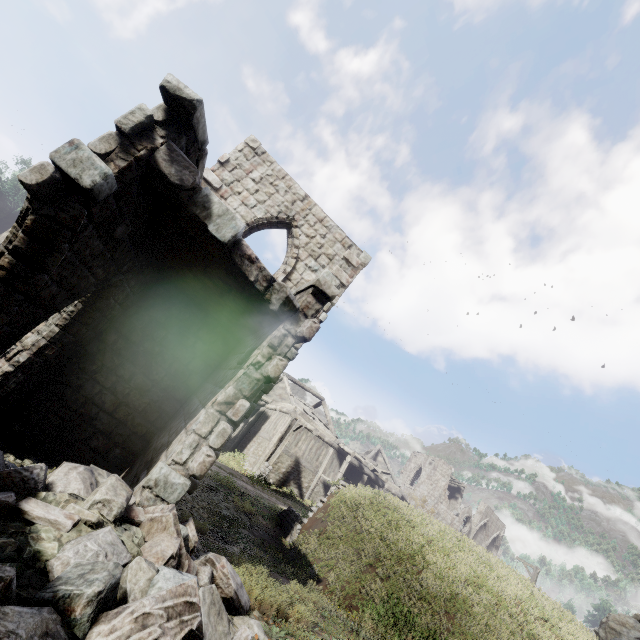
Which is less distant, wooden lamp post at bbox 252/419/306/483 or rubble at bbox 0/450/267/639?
rubble at bbox 0/450/267/639

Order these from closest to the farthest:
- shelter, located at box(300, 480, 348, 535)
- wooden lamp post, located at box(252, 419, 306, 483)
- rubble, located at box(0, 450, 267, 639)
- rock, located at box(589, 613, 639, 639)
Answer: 1. rubble, located at box(0, 450, 267, 639)
2. shelter, located at box(300, 480, 348, 535)
3. rock, located at box(589, 613, 639, 639)
4. wooden lamp post, located at box(252, 419, 306, 483)

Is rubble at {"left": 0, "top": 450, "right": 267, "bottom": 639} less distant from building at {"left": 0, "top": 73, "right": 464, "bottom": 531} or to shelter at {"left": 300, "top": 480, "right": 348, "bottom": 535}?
building at {"left": 0, "top": 73, "right": 464, "bottom": 531}

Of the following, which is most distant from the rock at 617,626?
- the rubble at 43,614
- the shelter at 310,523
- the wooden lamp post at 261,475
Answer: the rubble at 43,614

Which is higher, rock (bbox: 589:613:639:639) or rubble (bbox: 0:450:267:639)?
rock (bbox: 589:613:639:639)

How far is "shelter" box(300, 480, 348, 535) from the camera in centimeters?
1178cm

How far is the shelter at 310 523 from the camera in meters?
11.8

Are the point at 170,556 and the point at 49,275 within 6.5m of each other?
yes
